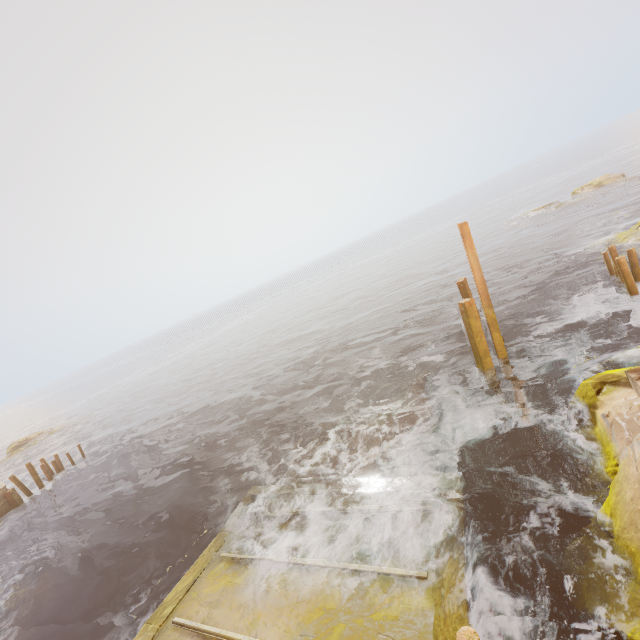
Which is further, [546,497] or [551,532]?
[546,497]

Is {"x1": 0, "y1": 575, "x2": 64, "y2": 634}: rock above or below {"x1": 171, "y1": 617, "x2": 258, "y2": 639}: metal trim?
below

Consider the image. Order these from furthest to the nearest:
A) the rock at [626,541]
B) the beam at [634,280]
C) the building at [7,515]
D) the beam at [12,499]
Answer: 1. the beam at [12,499]
2. the building at [7,515]
3. the beam at [634,280]
4. the rock at [626,541]

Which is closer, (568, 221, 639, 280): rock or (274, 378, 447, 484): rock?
(274, 378, 447, 484): rock

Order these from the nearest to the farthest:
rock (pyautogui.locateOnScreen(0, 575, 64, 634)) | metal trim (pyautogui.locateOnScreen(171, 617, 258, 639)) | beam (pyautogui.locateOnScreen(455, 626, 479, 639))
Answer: beam (pyautogui.locateOnScreen(455, 626, 479, 639)), metal trim (pyautogui.locateOnScreen(171, 617, 258, 639)), rock (pyautogui.locateOnScreen(0, 575, 64, 634))

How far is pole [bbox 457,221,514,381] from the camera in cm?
1087

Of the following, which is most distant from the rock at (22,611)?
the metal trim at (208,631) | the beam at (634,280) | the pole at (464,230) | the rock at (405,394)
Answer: the beam at (634,280)

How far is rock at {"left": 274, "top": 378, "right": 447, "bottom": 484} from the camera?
9.83m
